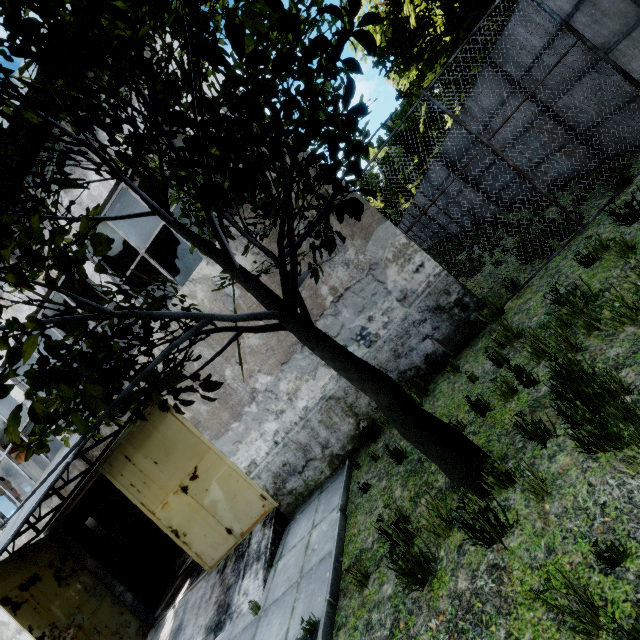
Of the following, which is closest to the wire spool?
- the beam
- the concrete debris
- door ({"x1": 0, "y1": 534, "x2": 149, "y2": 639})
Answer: the concrete debris

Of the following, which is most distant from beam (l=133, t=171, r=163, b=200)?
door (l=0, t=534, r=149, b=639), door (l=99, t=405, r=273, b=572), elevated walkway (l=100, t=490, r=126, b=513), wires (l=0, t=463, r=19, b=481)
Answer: wires (l=0, t=463, r=19, b=481)

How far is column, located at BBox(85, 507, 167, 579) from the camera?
12.70m

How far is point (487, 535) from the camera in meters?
2.9 m

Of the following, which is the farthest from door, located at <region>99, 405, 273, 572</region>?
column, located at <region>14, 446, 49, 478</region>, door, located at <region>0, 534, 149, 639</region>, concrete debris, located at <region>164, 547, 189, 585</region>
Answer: column, located at <region>14, 446, 49, 478</region>

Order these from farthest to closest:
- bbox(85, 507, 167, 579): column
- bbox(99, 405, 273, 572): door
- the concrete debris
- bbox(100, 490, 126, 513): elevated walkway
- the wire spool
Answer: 1. bbox(100, 490, 126, 513): elevated walkway
2. bbox(85, 507, 167, 579): column
3. the concrete debris
4. the wire spool
5. bbox(99, 405, 273, 572): door

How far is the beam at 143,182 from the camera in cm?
784

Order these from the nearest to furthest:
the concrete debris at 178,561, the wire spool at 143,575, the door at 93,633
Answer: the door at 93,633
the wire spool at 143,575
the concrete debris at 178,561
